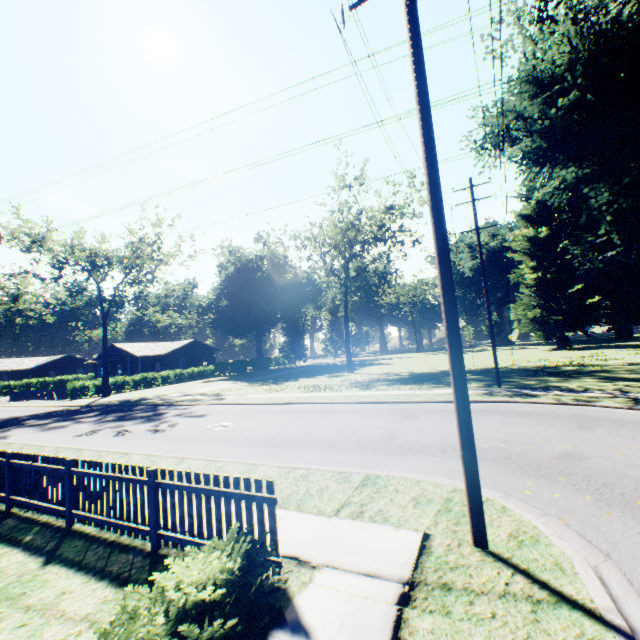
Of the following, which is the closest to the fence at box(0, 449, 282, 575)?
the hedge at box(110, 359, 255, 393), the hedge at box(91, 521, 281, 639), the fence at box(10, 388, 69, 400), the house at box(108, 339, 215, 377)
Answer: the hedge at box(91, 521, 281, 639)

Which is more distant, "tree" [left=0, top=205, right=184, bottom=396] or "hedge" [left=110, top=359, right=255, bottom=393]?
"hedge" [left=110, top=359, right=255, bottom=393]

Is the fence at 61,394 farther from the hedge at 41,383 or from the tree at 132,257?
the hedge at 41,383

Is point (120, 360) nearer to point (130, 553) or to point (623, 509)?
point (130, 553)

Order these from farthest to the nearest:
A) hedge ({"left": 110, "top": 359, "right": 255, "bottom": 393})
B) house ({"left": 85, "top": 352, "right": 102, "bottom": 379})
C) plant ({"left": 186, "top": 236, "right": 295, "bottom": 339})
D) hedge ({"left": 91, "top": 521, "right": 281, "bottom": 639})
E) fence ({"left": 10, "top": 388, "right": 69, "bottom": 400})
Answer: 1. plant ({"left": 186, "top": 236, "right": 295, "bottom": 339})
2. house ({"left": 85, "top": 352, "right": 102, "bottom": 379})
3. hedge ({"left": 110, "top": 359, "right": 255, "bottom": 393})
4. fence ({"left": 10, "top": 388, "right": 69, "bottom": 400})
5. hedge ({"left": 91, "top": 521, "right": 281, "bottom": 639})

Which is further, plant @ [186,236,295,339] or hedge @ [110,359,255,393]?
plant @ [186,236,295,339]

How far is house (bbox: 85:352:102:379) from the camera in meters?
50.7 m

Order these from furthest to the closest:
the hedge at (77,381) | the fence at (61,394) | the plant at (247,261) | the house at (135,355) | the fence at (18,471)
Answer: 1. the plant at (247,261)
2. the house at (135,355)
3. the fence at (61,394)
4. the hedge at (77,381)
5. the fence at (18,471)
